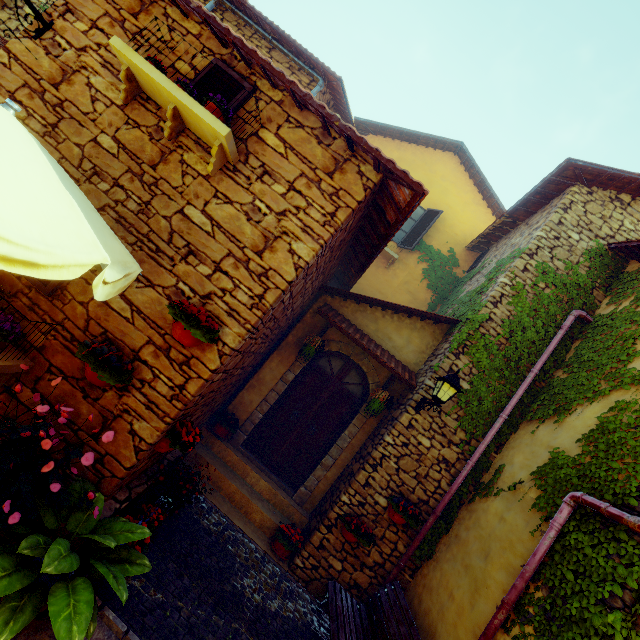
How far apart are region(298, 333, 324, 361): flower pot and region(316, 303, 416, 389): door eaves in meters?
0.3

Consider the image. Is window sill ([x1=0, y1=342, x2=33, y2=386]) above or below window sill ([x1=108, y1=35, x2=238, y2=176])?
below

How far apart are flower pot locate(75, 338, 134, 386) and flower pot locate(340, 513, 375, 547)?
4.0m

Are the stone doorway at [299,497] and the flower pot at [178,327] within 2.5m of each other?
no

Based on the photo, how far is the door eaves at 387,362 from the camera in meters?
6.2 m

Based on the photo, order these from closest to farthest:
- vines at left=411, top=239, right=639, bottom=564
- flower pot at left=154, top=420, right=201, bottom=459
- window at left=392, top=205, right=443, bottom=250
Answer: flower pot at left=154, top=420, right=201, bottom=459 → vines at left=411, top=239, right=639, bottom=564 → window at left=392, top=205, right=443, bottom=250

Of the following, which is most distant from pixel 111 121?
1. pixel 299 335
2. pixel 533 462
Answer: pixel 533 462

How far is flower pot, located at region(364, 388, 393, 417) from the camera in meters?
6.2
